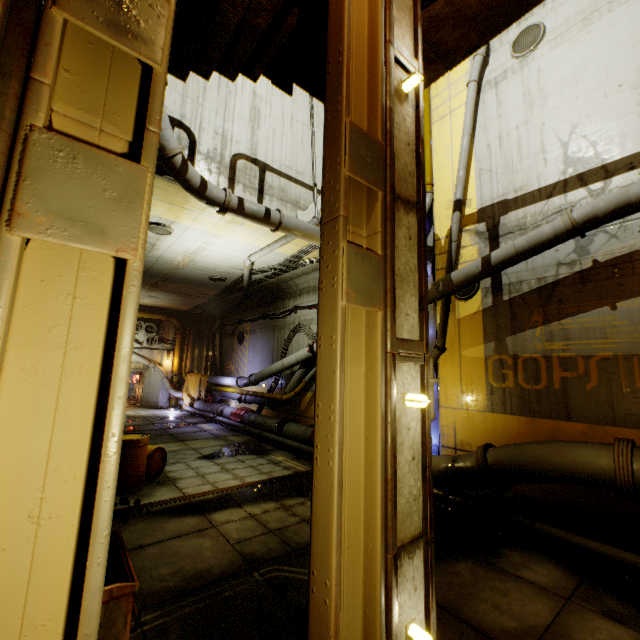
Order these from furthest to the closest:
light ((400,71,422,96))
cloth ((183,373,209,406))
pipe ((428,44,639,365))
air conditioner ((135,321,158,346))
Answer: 1. air conditioner ((135,321,158,346))
2. cloth ((183,373,209,406))
3. pipe ((428,44,639,365))
4. light ((400,71,422,96))

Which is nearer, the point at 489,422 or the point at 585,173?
the point at 585,173

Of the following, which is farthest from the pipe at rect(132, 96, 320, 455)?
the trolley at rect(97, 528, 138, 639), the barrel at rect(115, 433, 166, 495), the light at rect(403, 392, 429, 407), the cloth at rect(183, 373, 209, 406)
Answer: the trolley at rect(97, 528, 138, 639)

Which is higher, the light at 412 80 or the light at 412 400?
the light at 412 80

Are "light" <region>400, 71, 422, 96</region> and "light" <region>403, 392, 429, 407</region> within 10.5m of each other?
yes

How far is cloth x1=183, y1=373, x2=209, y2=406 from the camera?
20.4m

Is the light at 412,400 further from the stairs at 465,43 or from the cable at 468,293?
the cable at 468,293

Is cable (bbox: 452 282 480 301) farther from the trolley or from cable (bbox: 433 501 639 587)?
the trolley
